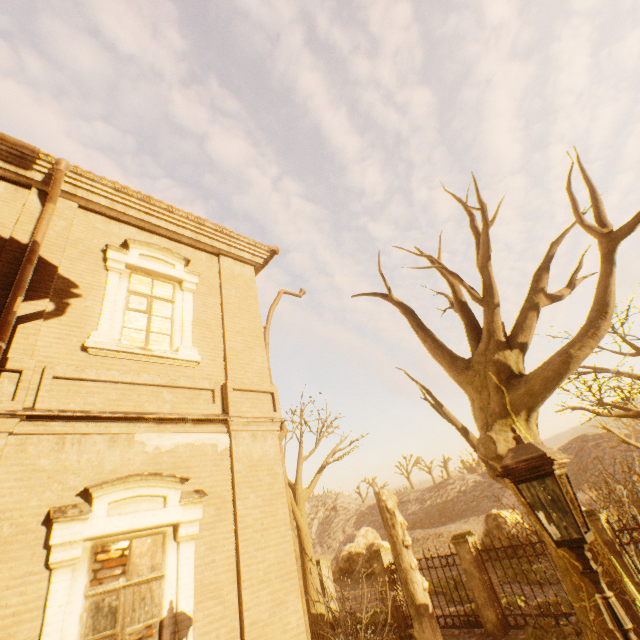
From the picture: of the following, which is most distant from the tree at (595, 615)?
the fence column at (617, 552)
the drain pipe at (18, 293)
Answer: the fence column at (617, 552)

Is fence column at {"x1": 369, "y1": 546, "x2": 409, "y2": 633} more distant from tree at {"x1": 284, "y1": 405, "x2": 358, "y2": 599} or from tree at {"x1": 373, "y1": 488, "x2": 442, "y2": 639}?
tree at {"x1": 373, "y1": 488, "x2": 442, "y2": 639}

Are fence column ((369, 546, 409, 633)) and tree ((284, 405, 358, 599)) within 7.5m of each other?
yes

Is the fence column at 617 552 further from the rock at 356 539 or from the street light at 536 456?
the rock at 356 539

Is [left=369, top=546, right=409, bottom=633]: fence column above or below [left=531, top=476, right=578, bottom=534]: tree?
below

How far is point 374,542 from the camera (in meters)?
24.41

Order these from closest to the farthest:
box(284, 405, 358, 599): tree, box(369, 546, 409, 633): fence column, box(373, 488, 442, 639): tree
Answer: box(373, 488, 442, 639): tree → box(369, 546, 409, 633): fence column → box(284, 405, 358, 599): tree

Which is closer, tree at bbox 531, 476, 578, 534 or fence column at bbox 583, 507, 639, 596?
tree at bbox 531, 476, 578, 534
